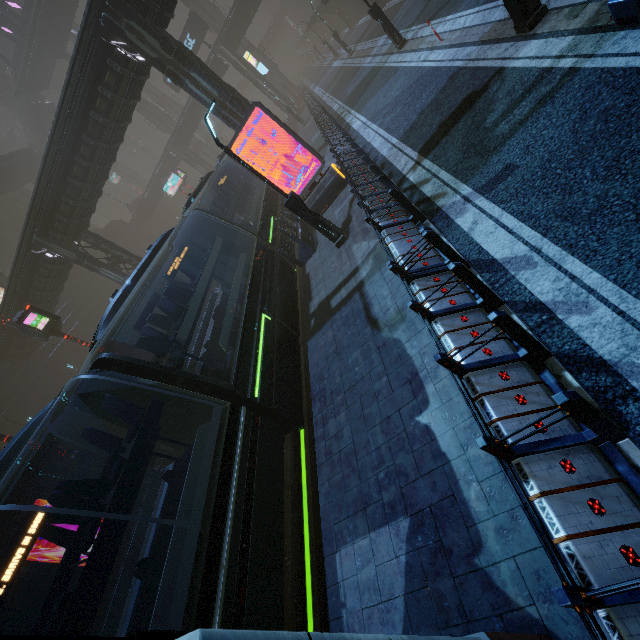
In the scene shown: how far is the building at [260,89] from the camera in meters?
38.4

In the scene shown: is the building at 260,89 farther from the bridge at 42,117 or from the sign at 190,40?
the bridge at 42,117

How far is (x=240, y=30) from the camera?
37.0 meters

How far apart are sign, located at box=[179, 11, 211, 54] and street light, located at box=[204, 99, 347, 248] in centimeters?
3743cm

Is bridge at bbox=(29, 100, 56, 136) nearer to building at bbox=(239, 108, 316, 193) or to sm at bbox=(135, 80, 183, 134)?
sm at bbox=(135, 80, 183, 134)

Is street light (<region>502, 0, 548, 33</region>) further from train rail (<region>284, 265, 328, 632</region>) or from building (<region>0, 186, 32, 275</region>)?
train rail (<region>284, 265, 328, 632</region>)

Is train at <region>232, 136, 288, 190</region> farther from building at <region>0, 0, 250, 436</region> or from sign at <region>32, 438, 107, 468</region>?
sign at <region>32, 438, 107, 468</region>

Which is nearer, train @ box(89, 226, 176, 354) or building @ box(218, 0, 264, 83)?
train @ box(89, 226, 176, 354)
